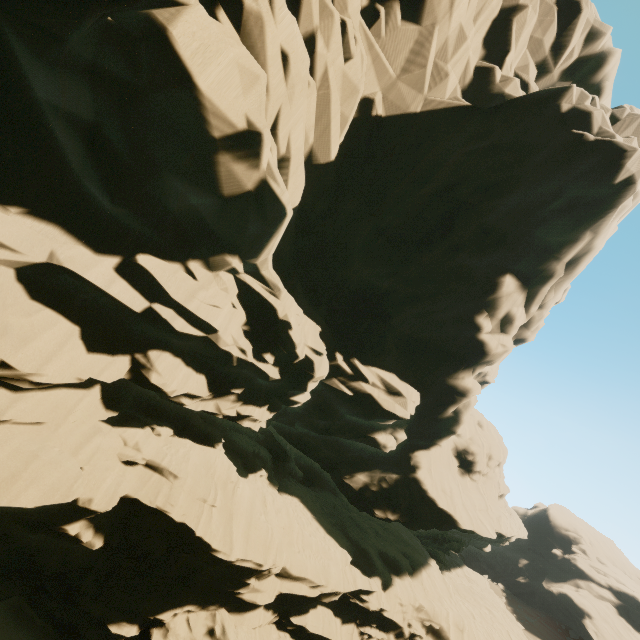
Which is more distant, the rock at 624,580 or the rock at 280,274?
the rock at 624,580

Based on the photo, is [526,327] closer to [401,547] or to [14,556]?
[401,547]

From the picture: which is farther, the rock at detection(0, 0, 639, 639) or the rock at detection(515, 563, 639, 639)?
A: the rock at detection(515, 563, 639, 639)
